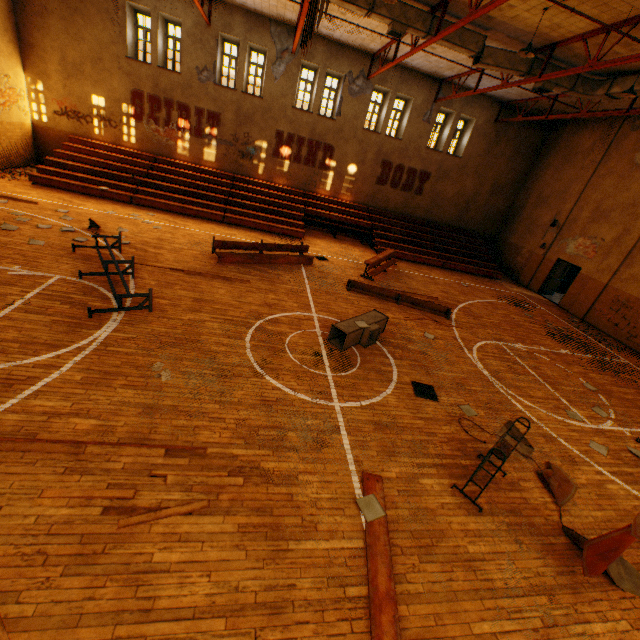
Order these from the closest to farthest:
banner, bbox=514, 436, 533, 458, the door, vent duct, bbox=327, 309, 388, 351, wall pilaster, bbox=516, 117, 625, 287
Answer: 1. banner, bbox=514, 436, 533, 458
2. vent duct, bbox=327, 309, 388, 351
3. wall pilaster, bbox=516, 117, 625, 287
4. the door

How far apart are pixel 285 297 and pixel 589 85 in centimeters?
1370cm

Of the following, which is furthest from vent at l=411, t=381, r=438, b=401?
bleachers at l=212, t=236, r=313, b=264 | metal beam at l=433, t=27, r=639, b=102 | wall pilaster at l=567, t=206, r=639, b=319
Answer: wall pilaster at l=567, t=206, r=639, b=319

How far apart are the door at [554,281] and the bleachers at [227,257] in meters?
13.9

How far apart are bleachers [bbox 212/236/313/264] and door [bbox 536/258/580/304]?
13.9 meters

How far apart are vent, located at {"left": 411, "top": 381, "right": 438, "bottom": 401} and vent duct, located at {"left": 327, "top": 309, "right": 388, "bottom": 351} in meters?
1.5 m

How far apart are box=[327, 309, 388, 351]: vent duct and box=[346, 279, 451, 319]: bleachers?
2.36m

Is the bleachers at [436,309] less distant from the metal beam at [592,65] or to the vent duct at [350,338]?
the vent duct at [350,338]
